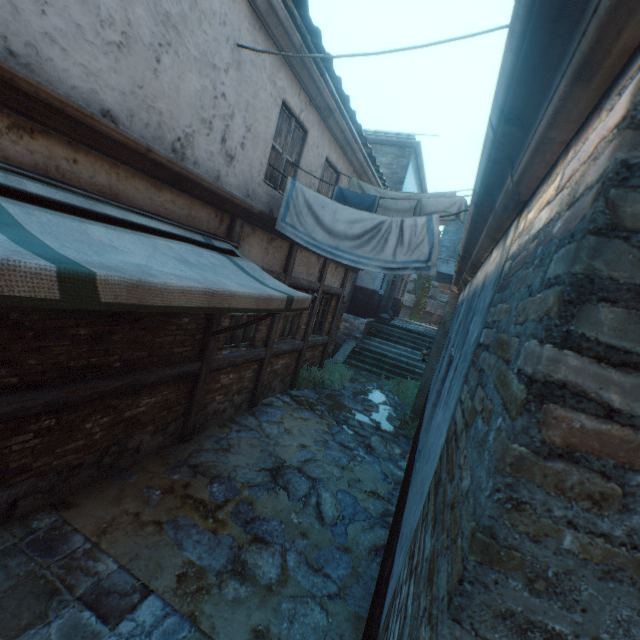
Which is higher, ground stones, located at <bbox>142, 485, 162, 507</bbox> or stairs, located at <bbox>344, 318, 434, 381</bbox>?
stairs, located at <bbox>344, 318, 434, 381</bbox>

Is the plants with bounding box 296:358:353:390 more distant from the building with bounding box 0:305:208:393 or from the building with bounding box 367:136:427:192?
the building with bounding box 0:305:208:393

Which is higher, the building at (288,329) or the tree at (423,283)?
the tree at (423,283)

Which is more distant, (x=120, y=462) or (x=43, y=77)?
(x=120, y=462)

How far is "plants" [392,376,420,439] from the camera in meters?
8.0

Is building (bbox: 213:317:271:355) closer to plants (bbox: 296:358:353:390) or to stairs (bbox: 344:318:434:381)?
plants (bbox: 296:358:353:390)

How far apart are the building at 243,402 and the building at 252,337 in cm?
24

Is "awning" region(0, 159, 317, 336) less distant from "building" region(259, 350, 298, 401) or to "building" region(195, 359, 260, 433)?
"building" region(259, 350, 298, 401)
